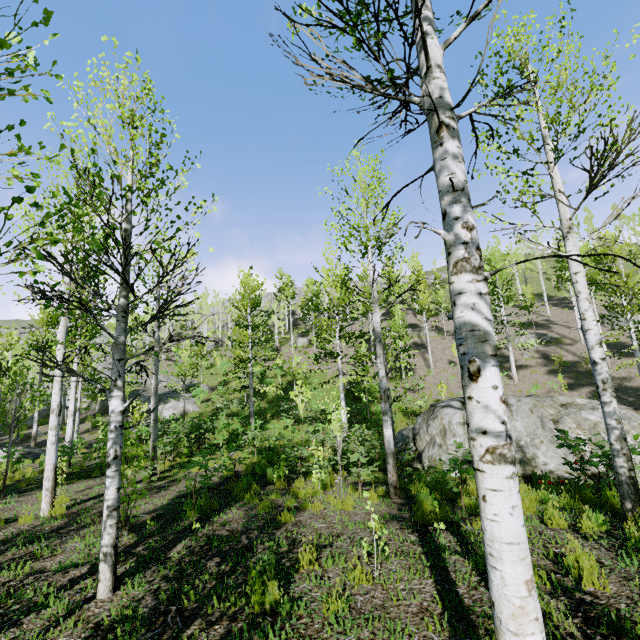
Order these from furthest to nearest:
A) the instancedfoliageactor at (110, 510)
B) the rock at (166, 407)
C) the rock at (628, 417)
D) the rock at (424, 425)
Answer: the rock at (166, 407)
the rock at (424, 425)
the rock at (628, 417)
the instancedfoliageactor at (110, 510)

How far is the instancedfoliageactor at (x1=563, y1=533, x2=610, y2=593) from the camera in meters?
3.3

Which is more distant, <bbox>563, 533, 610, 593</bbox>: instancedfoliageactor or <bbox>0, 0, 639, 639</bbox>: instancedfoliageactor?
<bbox>563, 533, 610, 593</bbox>: instancedfoliageactor

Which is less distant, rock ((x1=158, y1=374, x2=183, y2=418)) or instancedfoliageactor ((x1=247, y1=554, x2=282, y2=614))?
instancedfoliageactor ((x1=247, y1=554, x2=282, y2=614))

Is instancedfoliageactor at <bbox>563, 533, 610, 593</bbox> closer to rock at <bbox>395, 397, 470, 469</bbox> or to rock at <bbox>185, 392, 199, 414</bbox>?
rock at <bbox>185, 392, 199, 414</bbox>

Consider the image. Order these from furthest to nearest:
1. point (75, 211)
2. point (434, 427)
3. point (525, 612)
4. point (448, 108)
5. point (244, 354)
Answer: point (244, 354) → point (434, 427) → point (75, 211) → point (448, 108) → point (525, 612)

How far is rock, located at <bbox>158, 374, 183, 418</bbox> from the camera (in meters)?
26.38

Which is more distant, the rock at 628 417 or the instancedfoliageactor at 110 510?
the rock at 628 417
